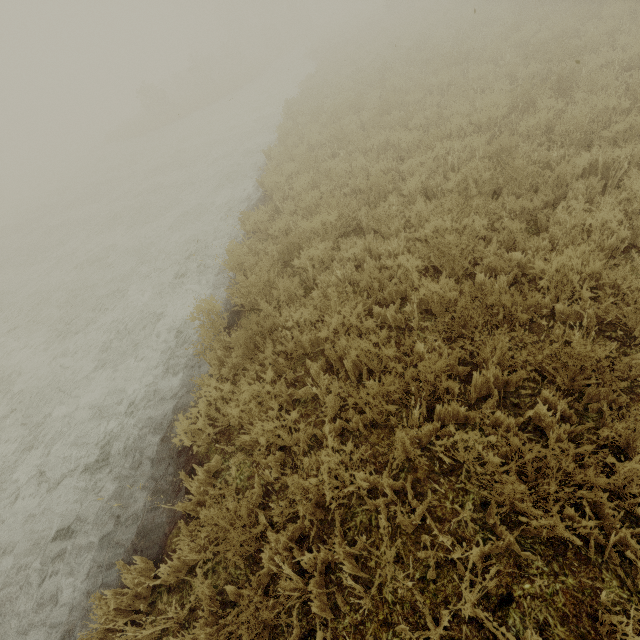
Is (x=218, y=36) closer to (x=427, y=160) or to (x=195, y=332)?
(x=427, y=160)
